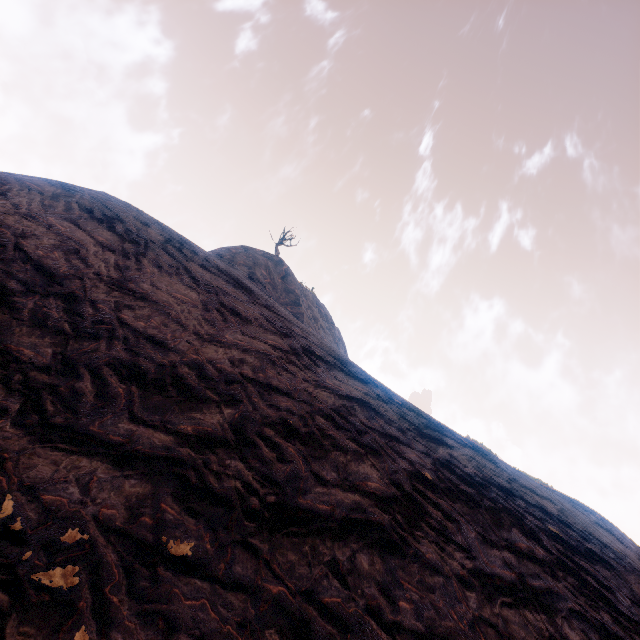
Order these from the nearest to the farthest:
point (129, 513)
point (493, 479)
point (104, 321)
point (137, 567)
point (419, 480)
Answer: point (137, 567), point (129, 513), point (419, 480), point (104, 321), point (493, 479)
